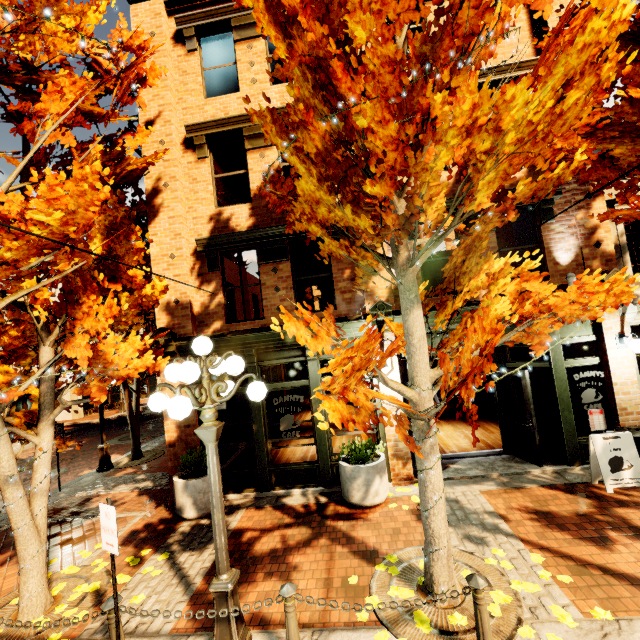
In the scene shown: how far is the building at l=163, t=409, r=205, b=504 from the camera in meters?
7.8 m

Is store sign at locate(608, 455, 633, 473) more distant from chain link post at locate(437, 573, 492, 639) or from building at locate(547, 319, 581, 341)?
chain link post at locate(437, 573, 492, 639)

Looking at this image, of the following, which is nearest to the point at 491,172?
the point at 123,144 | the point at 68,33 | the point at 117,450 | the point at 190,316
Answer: the point at 123,144

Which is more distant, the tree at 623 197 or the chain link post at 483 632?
the tree at 623 197

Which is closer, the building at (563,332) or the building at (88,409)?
the building at (563,332)

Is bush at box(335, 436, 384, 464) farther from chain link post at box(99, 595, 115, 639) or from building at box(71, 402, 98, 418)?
building at box(71, 402, 98, 418)

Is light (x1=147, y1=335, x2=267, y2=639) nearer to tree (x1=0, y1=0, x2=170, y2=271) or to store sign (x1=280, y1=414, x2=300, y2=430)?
tree (x1=0, y1=0, x2=170, y2=271)

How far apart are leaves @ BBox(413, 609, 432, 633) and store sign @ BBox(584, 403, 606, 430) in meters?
6.0 m
